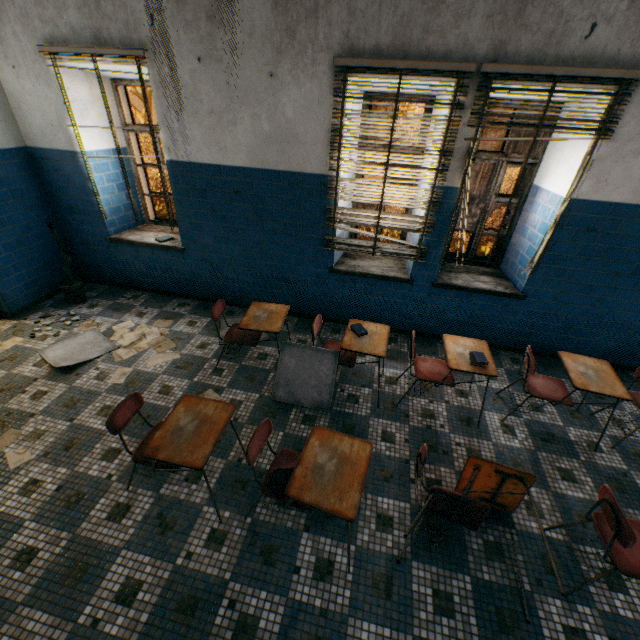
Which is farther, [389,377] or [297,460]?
[389,377]

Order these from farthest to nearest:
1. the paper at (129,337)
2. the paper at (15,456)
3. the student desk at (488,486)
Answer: the paper at (129,337) < the paper at (15,456) < the student desk at (488,486)

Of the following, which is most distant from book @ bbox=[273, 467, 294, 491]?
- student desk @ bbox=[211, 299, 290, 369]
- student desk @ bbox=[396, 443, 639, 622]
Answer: student desk @ bbox=[211, 299, 290, 369]

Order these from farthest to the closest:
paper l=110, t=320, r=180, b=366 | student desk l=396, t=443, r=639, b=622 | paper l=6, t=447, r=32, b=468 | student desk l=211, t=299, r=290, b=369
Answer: paper l=110, t=320, r=180, b=366 → student desk l=211, t=299, r=290, b=369 → paper l=6, t=447, r=32, b=468 → student desk l=396, t=443, r=639, b=622

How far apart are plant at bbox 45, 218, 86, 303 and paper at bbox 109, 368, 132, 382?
1.8 meters

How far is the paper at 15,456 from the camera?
2.7m

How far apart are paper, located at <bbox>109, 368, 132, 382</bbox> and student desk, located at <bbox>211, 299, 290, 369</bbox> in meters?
1.0

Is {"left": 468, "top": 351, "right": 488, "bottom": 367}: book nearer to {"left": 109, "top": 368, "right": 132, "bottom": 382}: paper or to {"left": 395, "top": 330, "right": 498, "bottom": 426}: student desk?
{"left": 395, "top": 330, "right": 498, "bottom": 426}: student desk
